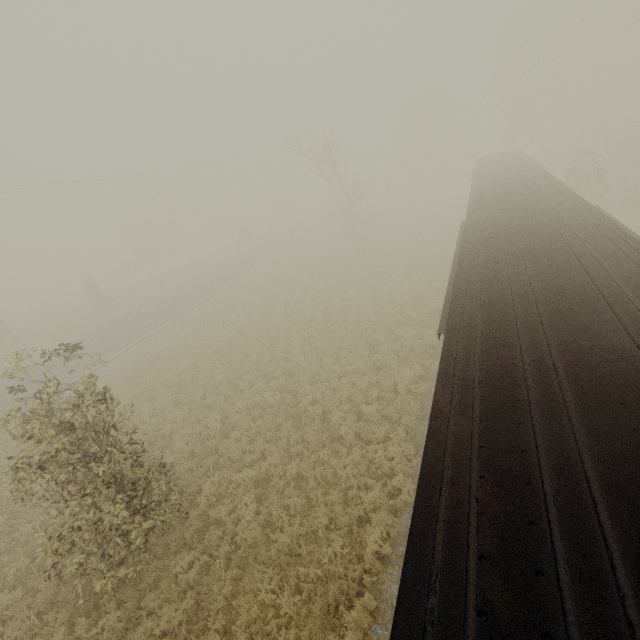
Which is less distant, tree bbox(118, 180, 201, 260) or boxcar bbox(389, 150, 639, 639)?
boxcar bbox(389, 150, 639, 639)

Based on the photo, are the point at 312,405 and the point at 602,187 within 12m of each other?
no

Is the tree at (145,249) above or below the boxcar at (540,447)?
below

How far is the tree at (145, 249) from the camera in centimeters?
4812cm

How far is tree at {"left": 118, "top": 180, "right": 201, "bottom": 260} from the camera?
48.12m

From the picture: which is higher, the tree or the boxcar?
the boxcar
